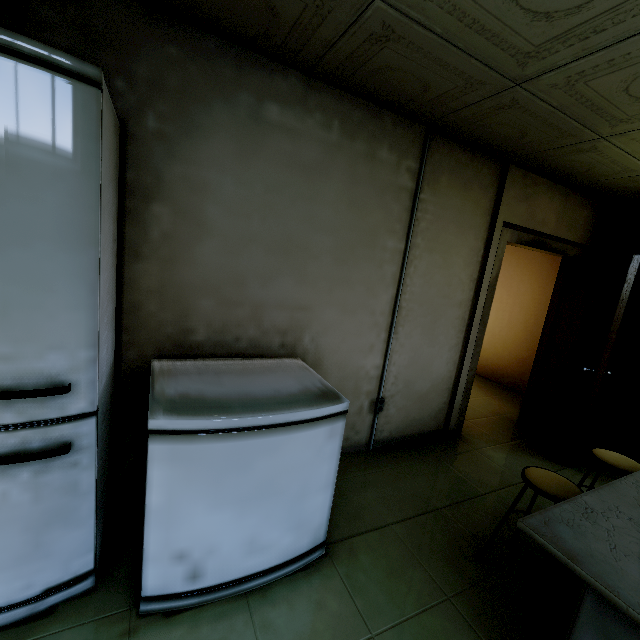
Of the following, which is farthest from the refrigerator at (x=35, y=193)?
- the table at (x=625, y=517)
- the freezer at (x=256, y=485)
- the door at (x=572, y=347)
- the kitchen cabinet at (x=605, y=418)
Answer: the kitchen cabinet at (x=605, y=418)

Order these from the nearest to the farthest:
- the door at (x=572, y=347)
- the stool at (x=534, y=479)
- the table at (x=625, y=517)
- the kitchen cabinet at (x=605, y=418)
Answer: the table at (x=625, y=517)
the stool at (x=534, y=479)
the door at (x=572, y=347)
the kitchen cabinet at (x=605, y=418)

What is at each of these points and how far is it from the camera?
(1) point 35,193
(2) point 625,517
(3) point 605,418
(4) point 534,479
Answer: (1) refrigerator, 1.1m
(2) table, 1.3m
(3) kitchen cabinet, 3.8m
(4) stool, 1.8m

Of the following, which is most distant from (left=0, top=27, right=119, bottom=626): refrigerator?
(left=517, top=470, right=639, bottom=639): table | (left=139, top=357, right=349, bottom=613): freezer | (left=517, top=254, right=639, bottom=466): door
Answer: (left=517, top=254, right=639, bottom=466): door

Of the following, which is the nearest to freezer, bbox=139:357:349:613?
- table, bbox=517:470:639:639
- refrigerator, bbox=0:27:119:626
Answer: refrigerator, bbox=0:27:119:626

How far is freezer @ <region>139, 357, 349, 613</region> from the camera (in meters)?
1.35

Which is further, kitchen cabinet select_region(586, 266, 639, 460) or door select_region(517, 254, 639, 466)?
Answer: kitchen cabinet select_region(586, 266, 639, 460)

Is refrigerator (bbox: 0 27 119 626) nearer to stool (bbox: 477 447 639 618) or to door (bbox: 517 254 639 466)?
stool (bbox: 477 447 639 618)
